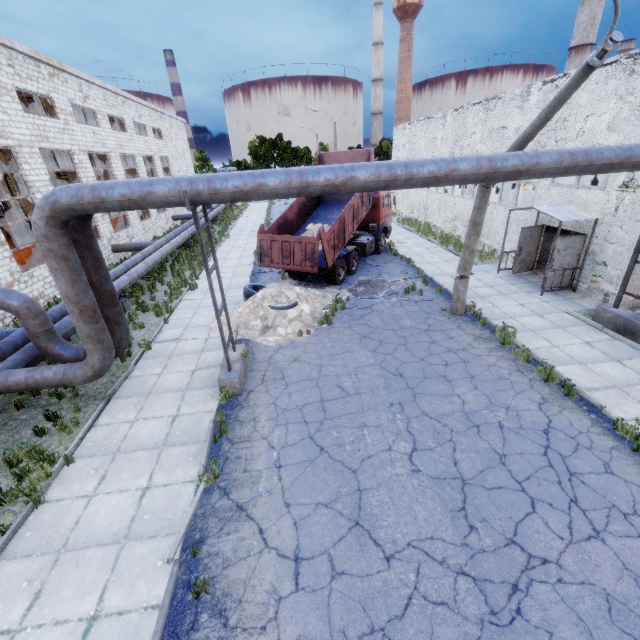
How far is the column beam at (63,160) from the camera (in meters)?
19.10

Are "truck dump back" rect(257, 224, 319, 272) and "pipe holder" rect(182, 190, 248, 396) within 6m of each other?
A: yes

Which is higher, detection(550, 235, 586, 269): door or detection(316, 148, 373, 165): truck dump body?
detection(316, 148, 373, 165): truck dump body

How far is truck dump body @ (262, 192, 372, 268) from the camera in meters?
13.6 m

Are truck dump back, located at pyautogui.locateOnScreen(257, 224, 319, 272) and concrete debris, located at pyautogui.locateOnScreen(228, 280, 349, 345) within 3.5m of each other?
yes

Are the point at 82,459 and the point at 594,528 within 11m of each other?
yes

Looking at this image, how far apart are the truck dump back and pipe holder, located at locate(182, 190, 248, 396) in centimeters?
454cm

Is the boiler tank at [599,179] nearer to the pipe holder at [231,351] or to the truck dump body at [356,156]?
the truck dump body at [356,156]
